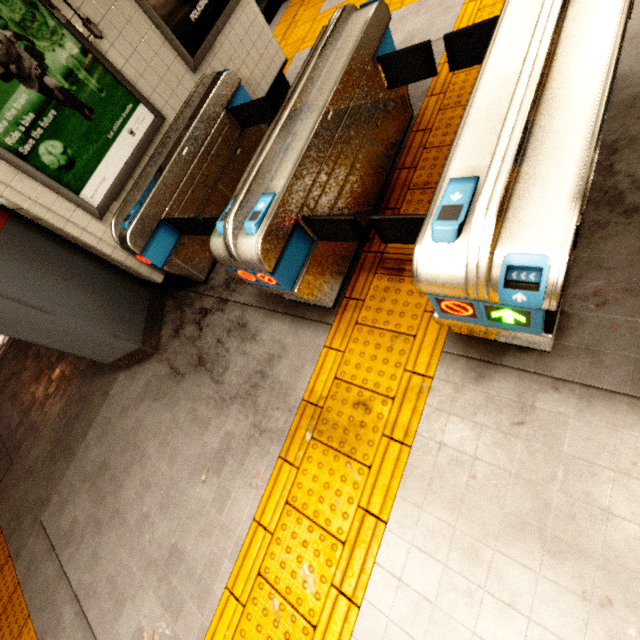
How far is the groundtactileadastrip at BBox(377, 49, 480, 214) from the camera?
2.7 meters

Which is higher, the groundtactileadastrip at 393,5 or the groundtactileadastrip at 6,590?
the groundtactileadastrip at 393,5

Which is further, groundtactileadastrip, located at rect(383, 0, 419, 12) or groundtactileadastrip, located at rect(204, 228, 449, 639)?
groundtactileadastrip, located at rect(383, 0, 419, 12)

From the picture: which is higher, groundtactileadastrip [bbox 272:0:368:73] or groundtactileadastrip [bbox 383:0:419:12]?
groundtactileadastrip [bbox 272:0:368:73]

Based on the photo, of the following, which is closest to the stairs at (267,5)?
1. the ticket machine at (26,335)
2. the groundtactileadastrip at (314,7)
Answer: the groundtactileadastrip at (314,7)

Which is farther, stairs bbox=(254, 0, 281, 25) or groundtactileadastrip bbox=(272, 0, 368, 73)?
stairs bbox=(254, 0, 281, 25)

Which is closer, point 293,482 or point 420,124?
point 293,482

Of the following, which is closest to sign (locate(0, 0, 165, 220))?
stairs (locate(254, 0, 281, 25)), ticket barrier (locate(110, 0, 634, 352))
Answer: ticket barrier (locate(110, 0, 634, 352))
